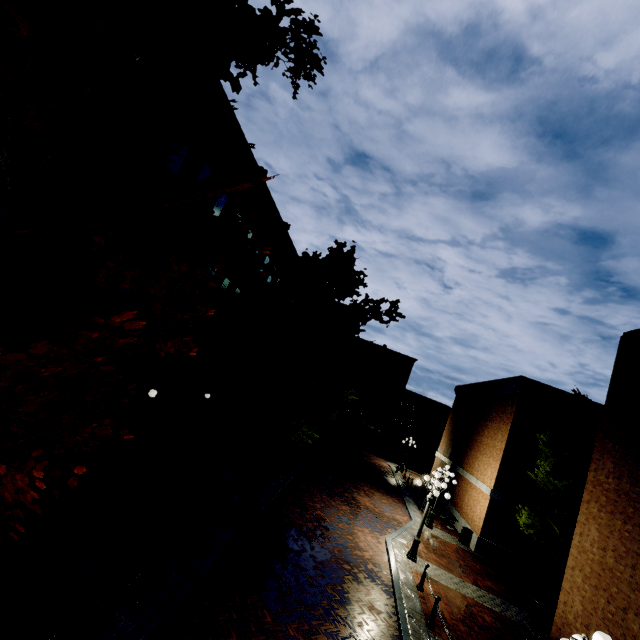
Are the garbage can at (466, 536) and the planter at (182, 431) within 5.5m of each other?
no

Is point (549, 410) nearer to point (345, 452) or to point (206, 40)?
point (345, 452)

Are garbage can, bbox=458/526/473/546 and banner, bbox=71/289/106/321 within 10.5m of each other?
no

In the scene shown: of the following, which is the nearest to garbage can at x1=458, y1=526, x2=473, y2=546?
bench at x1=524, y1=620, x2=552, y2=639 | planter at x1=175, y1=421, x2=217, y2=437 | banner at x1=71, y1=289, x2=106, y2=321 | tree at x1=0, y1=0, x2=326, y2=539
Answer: tree at x1=0, y1=0, x2=326, y2=539

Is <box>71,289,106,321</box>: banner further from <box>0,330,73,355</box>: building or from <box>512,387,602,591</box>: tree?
<box>512,387,602,591</box>: tree

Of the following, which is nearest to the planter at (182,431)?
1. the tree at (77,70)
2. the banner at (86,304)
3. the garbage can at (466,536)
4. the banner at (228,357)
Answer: the banner at (228,357)

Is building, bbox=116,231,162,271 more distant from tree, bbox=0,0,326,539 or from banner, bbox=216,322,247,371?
tree, bbox=0,0,326,539

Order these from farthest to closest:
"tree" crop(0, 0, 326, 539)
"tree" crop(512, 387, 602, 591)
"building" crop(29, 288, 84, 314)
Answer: "tree" crop(512, 387, 602, 591) → "building" crop(29, 288, 84, 314) → "tree" crop(0, 0, 326, 539)
